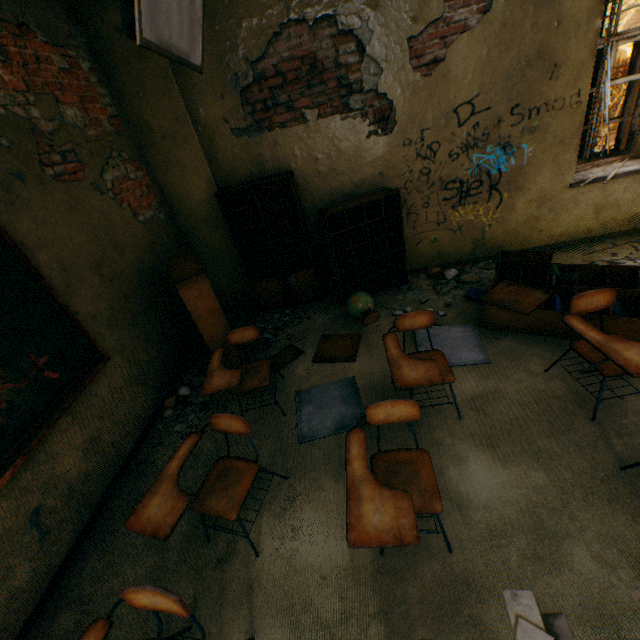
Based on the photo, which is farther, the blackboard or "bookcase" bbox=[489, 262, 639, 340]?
"bookcase" bbox=[489, 262, 639, 340]

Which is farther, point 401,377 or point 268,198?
point 268,198

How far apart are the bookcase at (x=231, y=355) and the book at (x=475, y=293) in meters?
2.8

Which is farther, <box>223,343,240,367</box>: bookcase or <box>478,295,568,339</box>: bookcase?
<box>223,343,240,367</box>: bookcase

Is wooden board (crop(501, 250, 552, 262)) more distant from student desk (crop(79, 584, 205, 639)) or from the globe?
student desk (crop(79, 584, 205, 639))

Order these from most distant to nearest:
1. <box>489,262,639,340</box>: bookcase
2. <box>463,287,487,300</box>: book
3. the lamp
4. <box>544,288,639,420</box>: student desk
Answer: <box>463,287,487,300</box>: book, <box>489,262,639,340</box>: bookcase, <box>544,288,639,420</box>: student desk, the lamp

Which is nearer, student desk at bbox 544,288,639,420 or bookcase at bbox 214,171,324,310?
student desk at bbox 544,288,639,420

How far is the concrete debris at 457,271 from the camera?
4.2m
